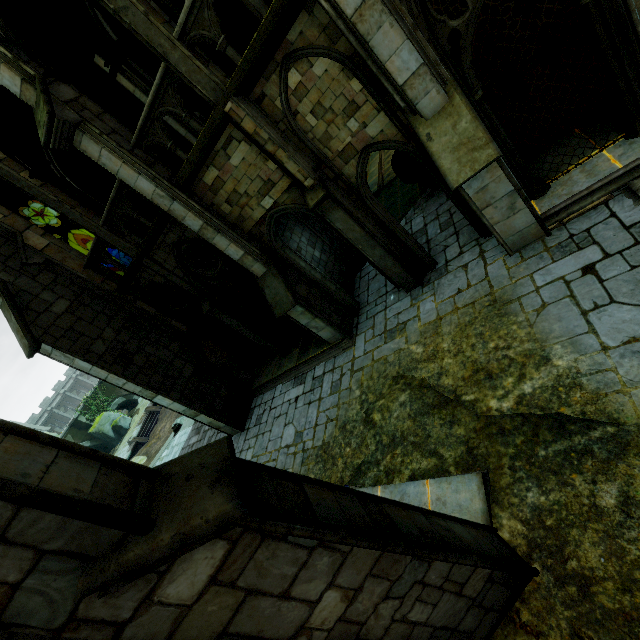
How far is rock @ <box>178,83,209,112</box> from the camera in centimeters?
948cm

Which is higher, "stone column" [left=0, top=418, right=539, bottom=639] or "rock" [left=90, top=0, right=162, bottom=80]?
"rock" [left=90, top=0, right=162, bottom=80]

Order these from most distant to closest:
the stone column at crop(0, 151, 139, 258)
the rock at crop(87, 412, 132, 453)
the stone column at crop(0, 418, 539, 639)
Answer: the rock at crop(87, 412, 132, 453)
the stone column at crop(0, 151, 139, 258)
the stone column at crop(0, 418, 539, 639)

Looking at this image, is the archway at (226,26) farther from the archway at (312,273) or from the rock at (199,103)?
the archway at (312,273)

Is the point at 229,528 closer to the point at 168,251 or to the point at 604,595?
the point at 604,595

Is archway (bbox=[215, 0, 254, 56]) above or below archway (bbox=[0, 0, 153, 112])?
below

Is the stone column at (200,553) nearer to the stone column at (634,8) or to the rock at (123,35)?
the stone column at (634,8)
